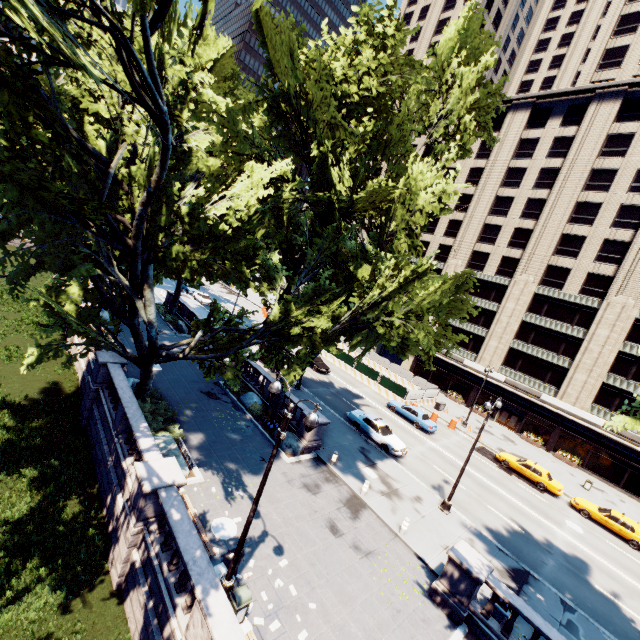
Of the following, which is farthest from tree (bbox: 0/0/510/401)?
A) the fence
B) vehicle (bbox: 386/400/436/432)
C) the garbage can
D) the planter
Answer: the fence

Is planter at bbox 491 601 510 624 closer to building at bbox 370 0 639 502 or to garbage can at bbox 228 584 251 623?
garbage can at bbox 228 584 251 623

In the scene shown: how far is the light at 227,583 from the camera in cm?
881

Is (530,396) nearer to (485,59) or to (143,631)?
(485,59)

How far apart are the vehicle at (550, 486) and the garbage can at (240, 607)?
27.49m

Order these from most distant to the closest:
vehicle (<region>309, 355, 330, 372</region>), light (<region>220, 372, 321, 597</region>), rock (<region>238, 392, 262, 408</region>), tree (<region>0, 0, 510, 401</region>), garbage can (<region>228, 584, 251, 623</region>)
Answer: vehicle (<region>309, 355, 330, 372</region>) → rock (<region>238, 392, 262, 408</region>) → tree (<region>0, 0, 510, 401</region>) → garbage can (<region>228, 584, 251, 623</region>) → light (<region>220, 372, 321, 597</region>)

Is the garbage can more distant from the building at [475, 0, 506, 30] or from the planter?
the building at [475, 0, 506, 30]

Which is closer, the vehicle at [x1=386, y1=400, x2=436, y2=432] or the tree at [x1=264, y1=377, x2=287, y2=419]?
the tree at [x1=264, y1=377, x2=287, y2=419]
